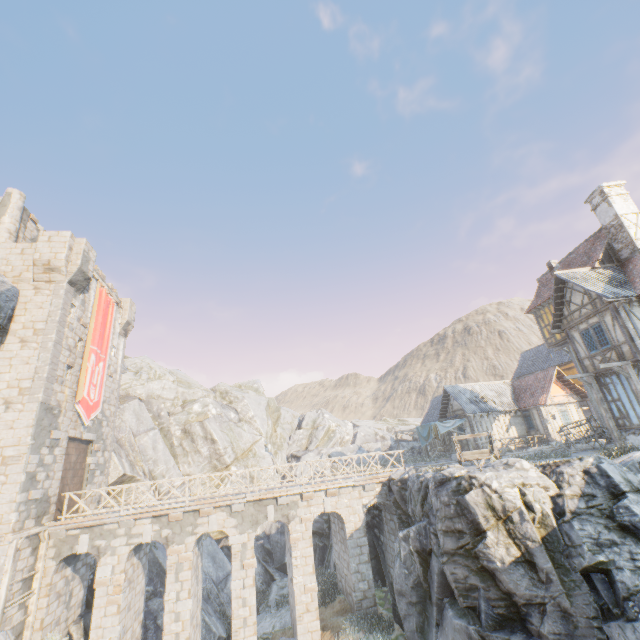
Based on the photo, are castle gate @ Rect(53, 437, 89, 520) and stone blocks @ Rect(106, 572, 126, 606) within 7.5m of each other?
yes

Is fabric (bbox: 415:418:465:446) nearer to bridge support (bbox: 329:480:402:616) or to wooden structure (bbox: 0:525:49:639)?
bridge support (bbox: 329:480:402:616)

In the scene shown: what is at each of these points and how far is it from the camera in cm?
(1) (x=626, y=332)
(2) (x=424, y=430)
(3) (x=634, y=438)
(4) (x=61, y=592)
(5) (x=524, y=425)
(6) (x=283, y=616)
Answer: (1) building, 1579
(2) fabric, 2975
(3) stone foundation, 1630
(4) bridge support, 1522
(5) building, 2917
(6) rock, 1877

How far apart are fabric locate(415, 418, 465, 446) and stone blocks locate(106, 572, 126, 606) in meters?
22.8

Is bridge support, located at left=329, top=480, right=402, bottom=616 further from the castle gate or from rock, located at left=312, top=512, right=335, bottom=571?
the castle gate

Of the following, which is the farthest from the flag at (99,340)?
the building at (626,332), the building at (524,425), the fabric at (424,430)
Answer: the fabric at (424,430)

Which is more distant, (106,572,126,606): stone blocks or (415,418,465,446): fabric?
(415,418,465,446): fabric

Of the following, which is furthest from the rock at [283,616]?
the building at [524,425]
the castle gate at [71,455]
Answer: the castle gate at [71,455]
